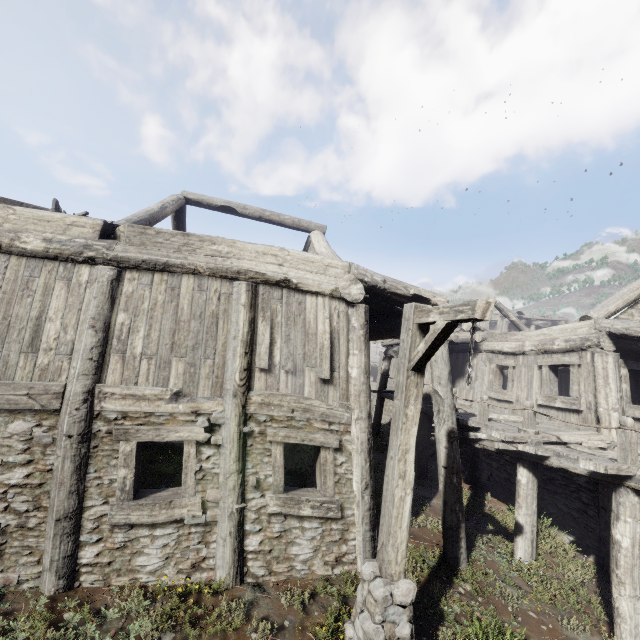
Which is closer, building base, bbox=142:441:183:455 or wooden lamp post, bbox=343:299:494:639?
wooden lamp post, bbox=343:299:494:639

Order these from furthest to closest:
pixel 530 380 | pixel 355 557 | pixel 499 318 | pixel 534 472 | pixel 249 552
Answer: pixel 499 318, pixel 530 380, pixel 534 472, pixel 355 557, pixel 249 552

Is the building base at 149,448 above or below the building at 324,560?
below

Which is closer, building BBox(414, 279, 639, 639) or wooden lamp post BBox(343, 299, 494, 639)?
wooden lamp post BBox(343, 299, 494, 639)

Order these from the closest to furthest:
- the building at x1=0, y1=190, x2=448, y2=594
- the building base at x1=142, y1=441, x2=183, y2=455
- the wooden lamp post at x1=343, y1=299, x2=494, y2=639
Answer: the wooden lamp post at x1=343, y1=299, x2=494, y2=639, the building at x1=0, y1=190, x2=448, y2=594, the building base at x1=142, y1=441, x2=183, y2=455

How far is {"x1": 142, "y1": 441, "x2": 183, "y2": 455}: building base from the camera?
11.0m

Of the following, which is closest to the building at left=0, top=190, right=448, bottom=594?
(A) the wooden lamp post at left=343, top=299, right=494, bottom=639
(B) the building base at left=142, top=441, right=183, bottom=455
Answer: (B) the building base at left=142, top=441, right=183, bottom=455

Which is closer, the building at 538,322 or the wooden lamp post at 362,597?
the wooden lamp post at 362,597
